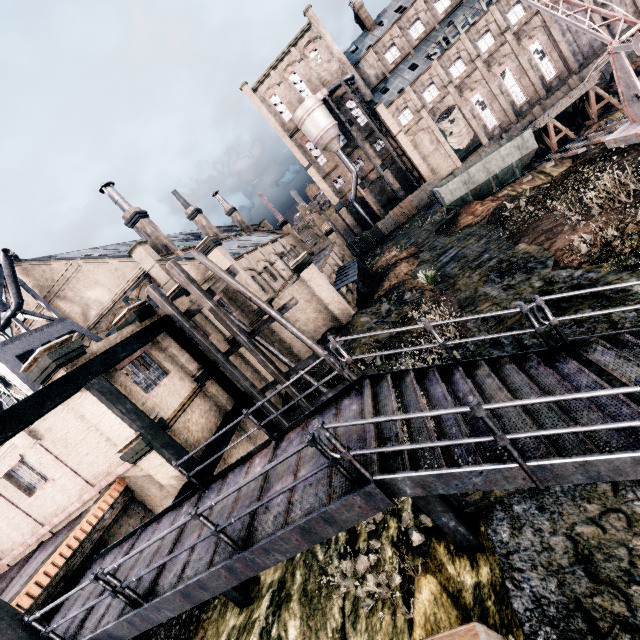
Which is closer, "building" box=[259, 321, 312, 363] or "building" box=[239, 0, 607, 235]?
"building" box=[259, 321, 312, 363]

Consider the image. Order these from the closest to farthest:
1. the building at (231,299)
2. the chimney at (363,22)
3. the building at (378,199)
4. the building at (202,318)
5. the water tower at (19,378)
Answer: the water tower at (19,378) < the building at (202,318) < the building at (231,299) < the chimney at (363,22) < the building at (378,199)

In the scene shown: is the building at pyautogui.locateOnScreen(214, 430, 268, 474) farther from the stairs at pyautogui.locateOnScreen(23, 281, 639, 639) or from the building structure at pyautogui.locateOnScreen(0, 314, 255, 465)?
the stairs at pyautogui.locateOnScreen(23, 281, 639, 639)

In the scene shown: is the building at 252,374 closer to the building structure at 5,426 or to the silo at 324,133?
the building structure at 5,426

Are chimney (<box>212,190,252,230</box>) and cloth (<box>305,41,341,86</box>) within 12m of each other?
no

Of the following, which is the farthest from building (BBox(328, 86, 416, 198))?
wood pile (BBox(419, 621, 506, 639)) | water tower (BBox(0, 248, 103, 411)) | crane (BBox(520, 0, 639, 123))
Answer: wood pile (BBox(419, 621, 506, 639))

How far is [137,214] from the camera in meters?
28.1

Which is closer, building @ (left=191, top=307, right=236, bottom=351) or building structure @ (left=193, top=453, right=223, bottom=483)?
building structure @ (left=193, top=453, right=223, bottom=483)
